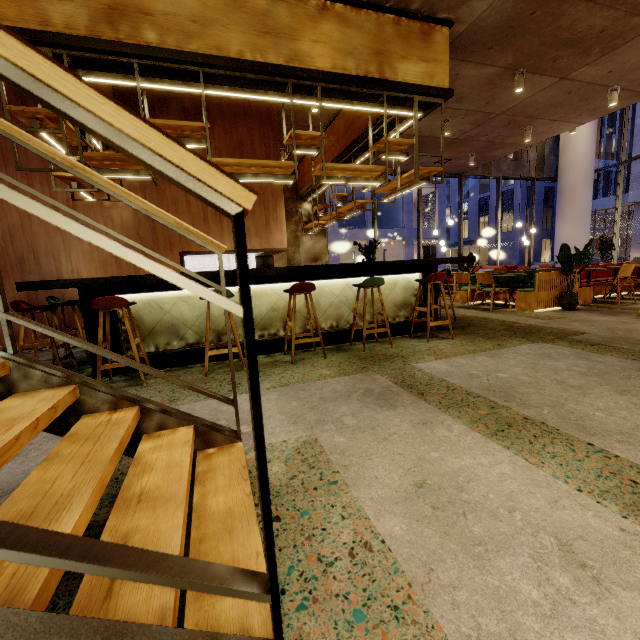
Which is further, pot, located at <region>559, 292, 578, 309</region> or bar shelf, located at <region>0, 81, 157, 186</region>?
pot, located at <region>559, 292, 578, 309</region>

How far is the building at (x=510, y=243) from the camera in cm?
4166

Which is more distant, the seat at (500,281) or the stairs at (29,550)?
the seat at (500,281)

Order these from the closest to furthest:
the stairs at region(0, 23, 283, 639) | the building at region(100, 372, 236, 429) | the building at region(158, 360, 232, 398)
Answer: the stairs at region(0, 23, 283, 639) < the building at region(100, 372, 236, 429) < the building at region(158, 360, 232, 398)

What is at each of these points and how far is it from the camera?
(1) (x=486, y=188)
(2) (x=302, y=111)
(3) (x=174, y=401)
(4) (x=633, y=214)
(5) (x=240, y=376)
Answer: (1) building, 53.9m
(2) building, 7.1m
(3) building, 3.0m
(4) building, 36.2m
(5) building, 3.6m

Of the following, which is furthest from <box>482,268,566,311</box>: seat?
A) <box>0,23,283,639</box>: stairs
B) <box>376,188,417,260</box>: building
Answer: <box>376,188,417,260</box>: building

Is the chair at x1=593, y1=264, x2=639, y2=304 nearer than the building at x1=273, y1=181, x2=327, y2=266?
Yes

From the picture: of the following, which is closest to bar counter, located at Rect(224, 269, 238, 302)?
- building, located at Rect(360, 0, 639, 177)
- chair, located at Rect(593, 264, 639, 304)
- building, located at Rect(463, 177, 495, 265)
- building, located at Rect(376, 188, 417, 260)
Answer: building, located at Rect(360, 0, 639, 177)
